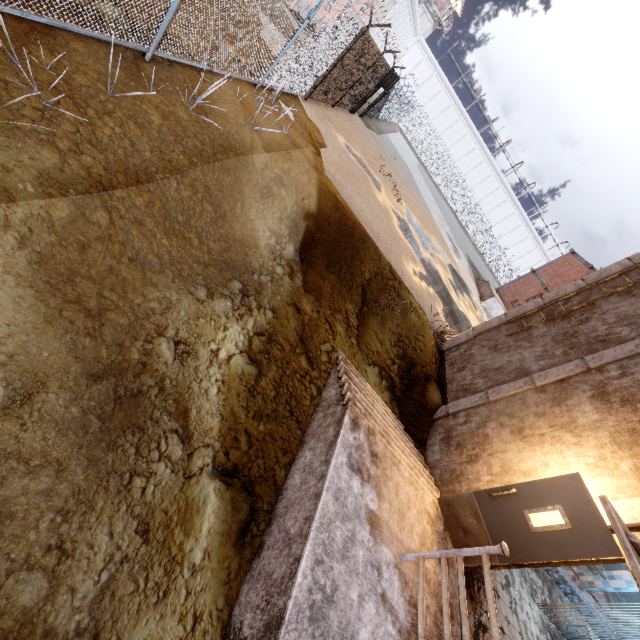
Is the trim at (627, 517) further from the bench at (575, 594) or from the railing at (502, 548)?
the bench at (575, 594)

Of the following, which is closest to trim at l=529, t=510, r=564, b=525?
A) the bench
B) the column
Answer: the bench

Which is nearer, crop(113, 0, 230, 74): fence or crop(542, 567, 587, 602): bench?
crop(113, 0, 230, 74): fence

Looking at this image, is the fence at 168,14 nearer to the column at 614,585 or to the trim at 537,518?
the trim at 537,518

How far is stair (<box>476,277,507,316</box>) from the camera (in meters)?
23.94

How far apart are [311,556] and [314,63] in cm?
1221

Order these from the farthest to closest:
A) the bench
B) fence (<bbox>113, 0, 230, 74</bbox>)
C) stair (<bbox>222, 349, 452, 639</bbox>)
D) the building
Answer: the building → the bench → fence (<bbox>113, 0, 230, 74</bbox>) → stair (<bbox>222, 349, 452, 639</bbox>)

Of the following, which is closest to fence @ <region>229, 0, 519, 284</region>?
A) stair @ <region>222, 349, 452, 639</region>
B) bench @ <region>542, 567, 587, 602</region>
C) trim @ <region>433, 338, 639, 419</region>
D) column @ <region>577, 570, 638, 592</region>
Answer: trim @ <region>433, 338, 639, 419</region>
